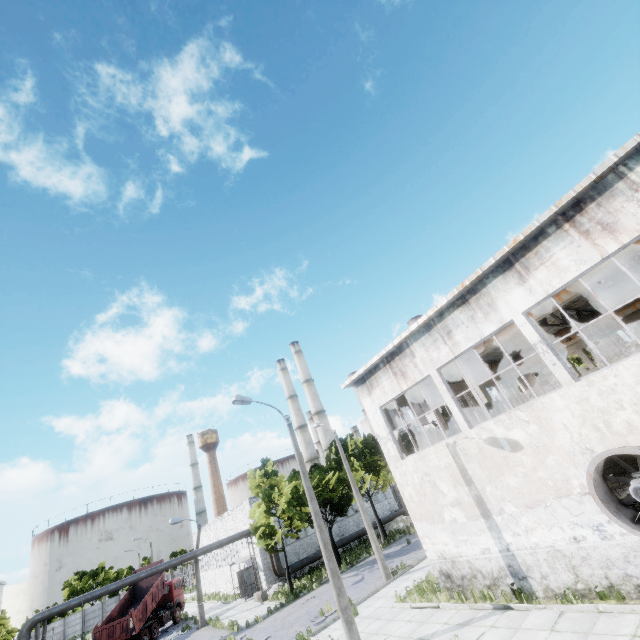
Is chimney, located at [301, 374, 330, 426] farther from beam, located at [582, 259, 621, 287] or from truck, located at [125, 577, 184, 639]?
beam, located at [582, 259, 621, 287]

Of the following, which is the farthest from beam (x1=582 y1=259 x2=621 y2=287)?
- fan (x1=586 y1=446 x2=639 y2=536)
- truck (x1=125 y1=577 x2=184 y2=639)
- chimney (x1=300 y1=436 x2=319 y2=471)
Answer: chimney (x1=300 y1=436 x2=319 y2=471)

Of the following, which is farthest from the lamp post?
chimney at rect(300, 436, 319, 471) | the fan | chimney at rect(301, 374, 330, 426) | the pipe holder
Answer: chimney at rect(300, 436, 319, 471)

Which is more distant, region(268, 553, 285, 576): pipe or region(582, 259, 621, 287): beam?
region(268, 553, 285, 576): pipe

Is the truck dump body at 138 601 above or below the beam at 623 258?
below

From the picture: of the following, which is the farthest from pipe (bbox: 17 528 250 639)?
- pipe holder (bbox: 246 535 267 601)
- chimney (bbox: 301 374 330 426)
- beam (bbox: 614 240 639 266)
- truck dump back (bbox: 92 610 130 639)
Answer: beam (bbox: 614 240 639 266)

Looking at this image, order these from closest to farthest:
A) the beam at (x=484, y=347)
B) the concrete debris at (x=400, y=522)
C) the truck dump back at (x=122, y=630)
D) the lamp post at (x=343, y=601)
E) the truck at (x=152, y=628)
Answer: the lamp post at (x=343, y=601) < the beam at (x=484, y=347) < the truck dump back at (x=122, y=630) < the truck at (x=152, y=628) < the concrete debris at (x=400, y=522)

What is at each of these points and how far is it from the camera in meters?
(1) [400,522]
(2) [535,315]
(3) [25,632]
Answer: (1) concrete debris, 34.0
(2) beam, 13.2
(3) pipe, 20.0
